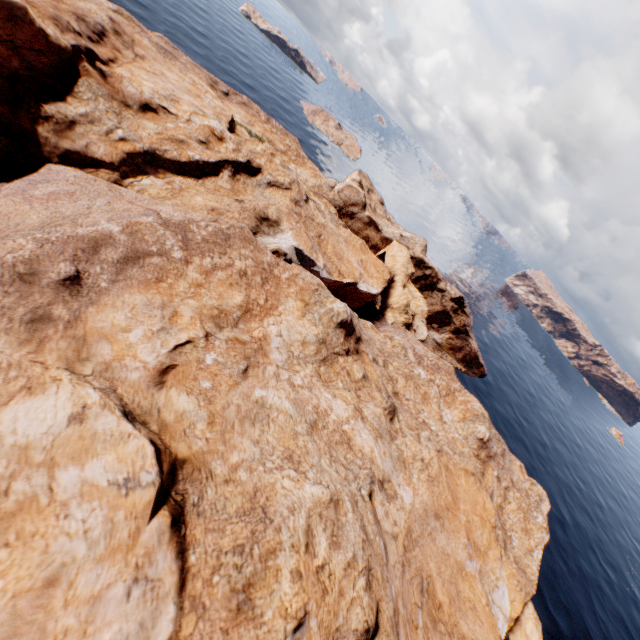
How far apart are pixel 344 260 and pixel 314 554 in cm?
3542
